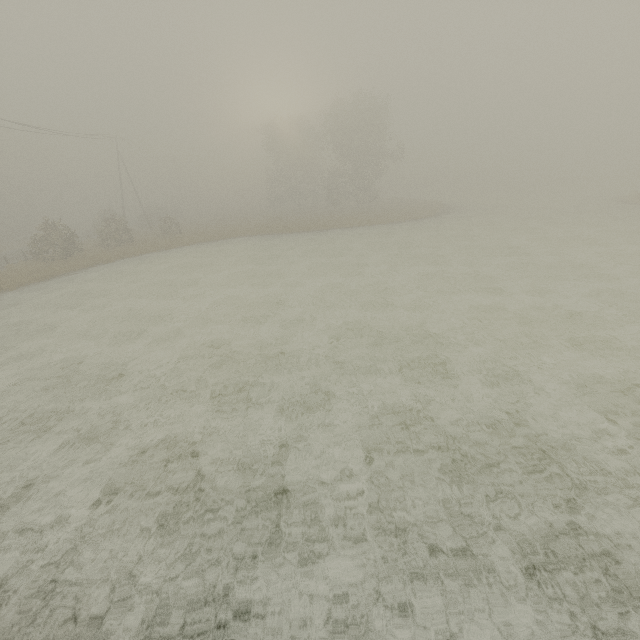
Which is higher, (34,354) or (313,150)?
(313,150)
